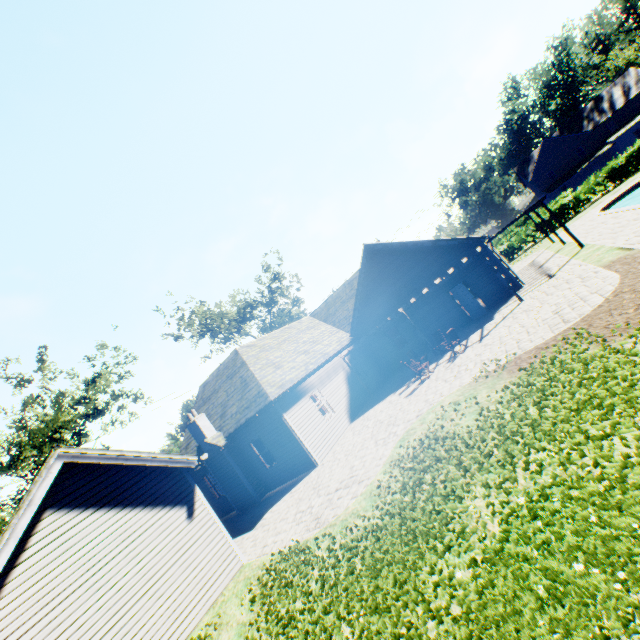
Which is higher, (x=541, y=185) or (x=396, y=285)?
(x=541, y=185)

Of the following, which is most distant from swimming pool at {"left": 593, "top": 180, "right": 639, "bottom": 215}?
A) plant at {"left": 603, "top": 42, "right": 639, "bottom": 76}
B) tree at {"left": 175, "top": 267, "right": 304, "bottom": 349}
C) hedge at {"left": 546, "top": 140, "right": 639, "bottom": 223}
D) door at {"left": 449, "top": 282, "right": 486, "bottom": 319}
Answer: door at {"left": 449, "top": 282, "right": 486, "bottom": 319}

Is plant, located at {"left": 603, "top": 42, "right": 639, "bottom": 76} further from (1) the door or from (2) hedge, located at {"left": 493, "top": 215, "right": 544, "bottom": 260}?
(1) the door

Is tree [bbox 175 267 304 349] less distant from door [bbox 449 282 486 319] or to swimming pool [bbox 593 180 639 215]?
swimming pool [bbox 593 180 639 215]

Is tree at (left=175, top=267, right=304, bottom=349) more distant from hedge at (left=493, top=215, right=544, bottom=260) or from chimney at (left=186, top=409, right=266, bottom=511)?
chimney at (left=186, top=409, right=266, bottom=511)

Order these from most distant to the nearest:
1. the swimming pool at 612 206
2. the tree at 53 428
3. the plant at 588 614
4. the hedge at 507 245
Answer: the hedge at 507 245 → the tree at 53 428 → the swimming pool at 612 206 → the plant at 588 614

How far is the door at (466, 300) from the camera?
18.2m
